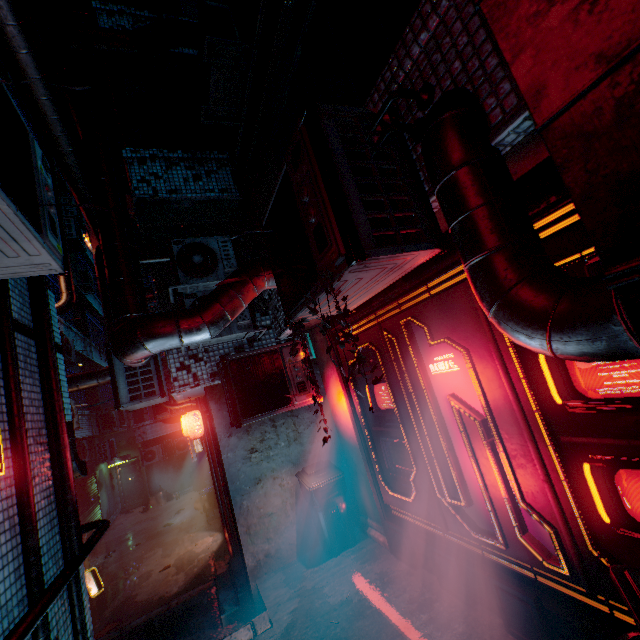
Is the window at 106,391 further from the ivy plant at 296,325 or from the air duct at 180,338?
the ivy plant at 296,325

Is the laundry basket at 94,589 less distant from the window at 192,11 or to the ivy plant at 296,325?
the ivy plant at 296,325

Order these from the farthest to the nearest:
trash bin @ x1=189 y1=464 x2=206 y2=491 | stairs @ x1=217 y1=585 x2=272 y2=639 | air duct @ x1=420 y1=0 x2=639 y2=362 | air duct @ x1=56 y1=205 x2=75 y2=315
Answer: trash bin @ x1=189 y1=464 x2=206 y2=491
air duct @ x1=56 y1=205 x2=75 y2=315
stairs @ x1=217 y1=585 x2=272 y2=639
air duct @ x1=420 y1=0 x2=639 y2=362

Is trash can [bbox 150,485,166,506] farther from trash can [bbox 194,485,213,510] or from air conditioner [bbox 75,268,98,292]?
air conditioner [bbox 75,268,98,292]

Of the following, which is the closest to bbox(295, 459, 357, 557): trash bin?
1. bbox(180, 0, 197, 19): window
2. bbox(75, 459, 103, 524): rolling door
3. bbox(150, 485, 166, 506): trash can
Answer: bbox(180, 0, 197, 19): window

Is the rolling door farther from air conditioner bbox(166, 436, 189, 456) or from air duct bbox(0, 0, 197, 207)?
air duct bbox(0, 0, 197, 207)

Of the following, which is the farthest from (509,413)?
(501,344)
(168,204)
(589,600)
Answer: (168,204)

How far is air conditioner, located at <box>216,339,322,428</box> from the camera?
4.03m
